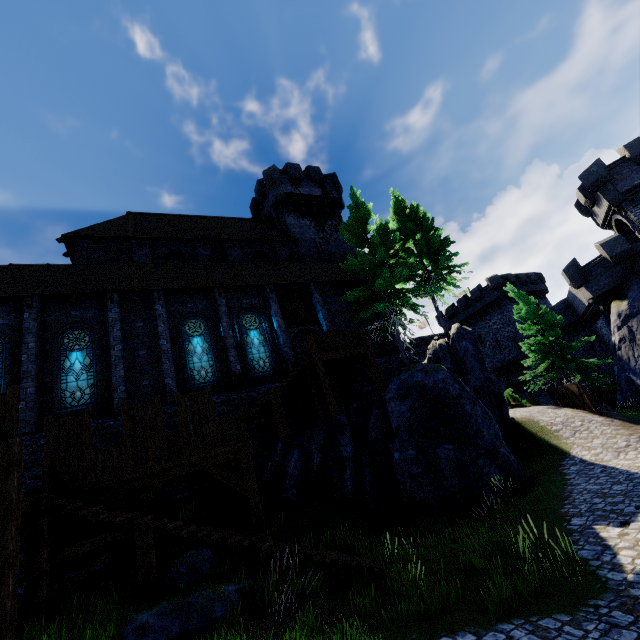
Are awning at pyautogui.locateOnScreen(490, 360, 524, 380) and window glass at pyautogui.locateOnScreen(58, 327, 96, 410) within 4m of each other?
no

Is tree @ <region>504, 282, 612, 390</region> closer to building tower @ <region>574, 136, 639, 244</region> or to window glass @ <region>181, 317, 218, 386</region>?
building tower @ <region>574, 136, 639, 244</region>

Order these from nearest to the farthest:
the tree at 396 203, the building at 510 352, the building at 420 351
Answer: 1. the tree at 396 203
2. the building at 510 352
3. the building at 420 351

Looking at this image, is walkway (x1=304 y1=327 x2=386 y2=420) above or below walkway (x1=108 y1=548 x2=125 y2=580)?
above

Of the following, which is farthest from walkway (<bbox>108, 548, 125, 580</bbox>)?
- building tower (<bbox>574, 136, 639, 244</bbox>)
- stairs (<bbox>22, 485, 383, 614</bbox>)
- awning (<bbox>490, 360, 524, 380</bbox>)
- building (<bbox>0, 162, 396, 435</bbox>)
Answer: awning (<bbox>490, 360, 524, 380</bbox>)

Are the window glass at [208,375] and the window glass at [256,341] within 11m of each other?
yes

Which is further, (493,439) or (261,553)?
(493,439)

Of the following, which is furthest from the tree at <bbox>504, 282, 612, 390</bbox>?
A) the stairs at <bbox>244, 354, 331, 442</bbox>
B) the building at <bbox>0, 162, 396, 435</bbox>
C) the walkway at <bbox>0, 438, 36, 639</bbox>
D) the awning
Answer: the walkway at <bbox>0, 438, 36, 639</bbox>
